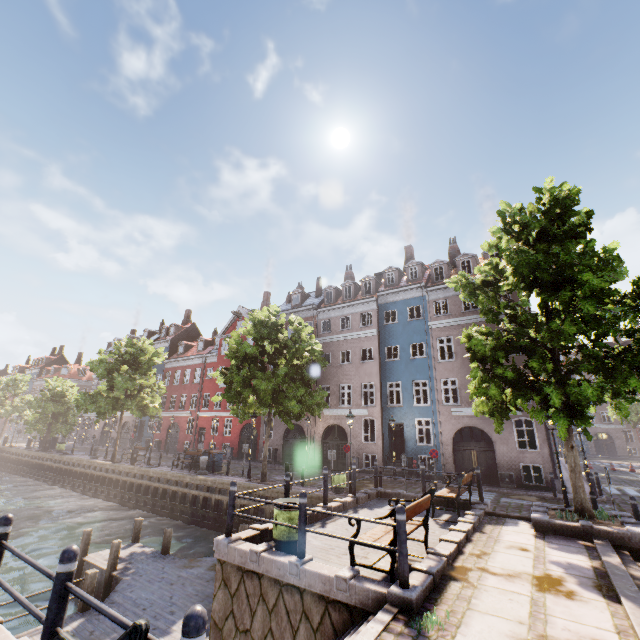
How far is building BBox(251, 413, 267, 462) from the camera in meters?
29.0

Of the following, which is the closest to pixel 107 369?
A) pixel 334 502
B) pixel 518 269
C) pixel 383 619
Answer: pixel 334 502

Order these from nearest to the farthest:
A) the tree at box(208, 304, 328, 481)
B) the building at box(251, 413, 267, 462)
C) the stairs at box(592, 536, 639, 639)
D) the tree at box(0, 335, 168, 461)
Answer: the stairs at box(592, 536, 639, 639), the tree at box(208, 304, 328, 481), the tree at box(0, 335, 168, 461), the building at box(251, 413, 267, 462)

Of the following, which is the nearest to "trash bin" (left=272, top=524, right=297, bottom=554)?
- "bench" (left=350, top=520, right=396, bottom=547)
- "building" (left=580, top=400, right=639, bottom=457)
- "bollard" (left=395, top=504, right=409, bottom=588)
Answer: "bench" (left=350, top=520, right=396, bottom=547)

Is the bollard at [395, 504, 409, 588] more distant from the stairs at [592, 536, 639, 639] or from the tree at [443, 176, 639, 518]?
the tree at [443, 176, 639, 518]

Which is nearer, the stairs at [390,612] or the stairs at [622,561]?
the stairs at [390,612]

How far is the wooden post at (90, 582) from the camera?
8.33m
